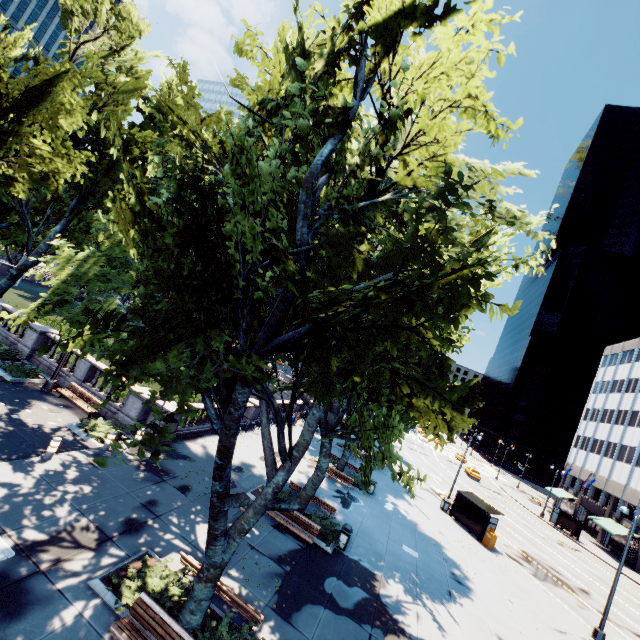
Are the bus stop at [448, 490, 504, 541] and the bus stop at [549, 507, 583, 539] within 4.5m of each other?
no

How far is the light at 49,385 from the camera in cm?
1797

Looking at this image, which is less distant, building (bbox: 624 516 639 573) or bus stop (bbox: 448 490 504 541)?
bus stop (bbox: 448 490 504 541)

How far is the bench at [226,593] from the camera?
8.73m

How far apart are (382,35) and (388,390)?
16.89m

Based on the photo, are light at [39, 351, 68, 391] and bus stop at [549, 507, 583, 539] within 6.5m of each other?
Result: no

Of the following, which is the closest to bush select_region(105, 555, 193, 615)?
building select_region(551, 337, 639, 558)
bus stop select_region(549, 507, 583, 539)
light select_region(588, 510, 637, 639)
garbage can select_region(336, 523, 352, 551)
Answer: garbage can select_region(336, 523, 352, 551)

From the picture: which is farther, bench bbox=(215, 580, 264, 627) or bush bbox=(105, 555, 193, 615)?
bench bbox=(215, 580, 264, 627)
